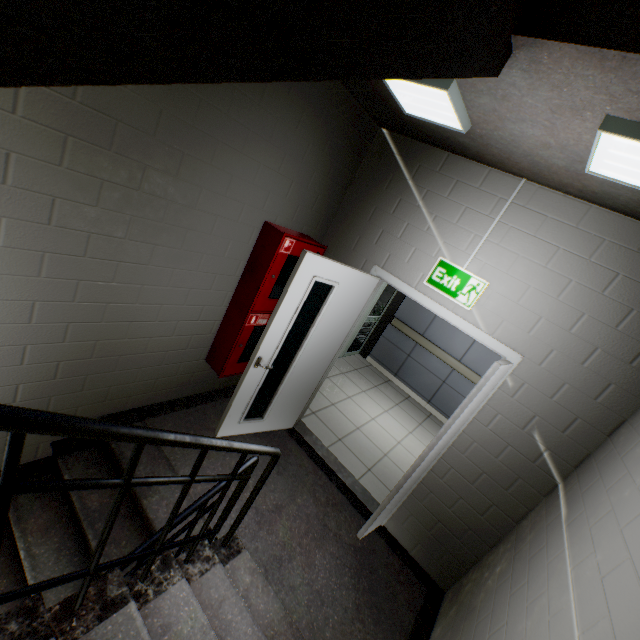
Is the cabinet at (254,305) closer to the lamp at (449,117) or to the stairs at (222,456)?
the stairs at (222,456)

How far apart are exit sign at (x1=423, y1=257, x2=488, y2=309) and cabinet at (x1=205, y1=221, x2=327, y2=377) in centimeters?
104cm

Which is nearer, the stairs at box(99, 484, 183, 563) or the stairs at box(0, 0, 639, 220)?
the stairs at box(0, 0, 639, 220)

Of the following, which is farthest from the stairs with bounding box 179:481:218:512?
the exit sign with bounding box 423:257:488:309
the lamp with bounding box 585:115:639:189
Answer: the exit sign with bounding box 423:257:488:309

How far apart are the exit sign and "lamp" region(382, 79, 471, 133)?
1.03m

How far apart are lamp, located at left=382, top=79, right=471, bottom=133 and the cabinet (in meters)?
1.26

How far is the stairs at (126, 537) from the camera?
2.2m

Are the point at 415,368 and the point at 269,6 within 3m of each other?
no
